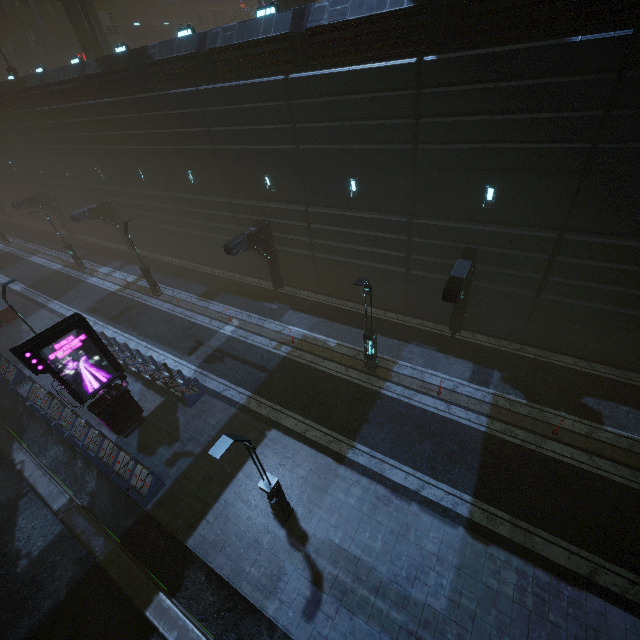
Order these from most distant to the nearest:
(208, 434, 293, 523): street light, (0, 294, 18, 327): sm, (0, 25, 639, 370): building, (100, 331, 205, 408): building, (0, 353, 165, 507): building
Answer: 1. (0, 294, 18, 327): sm
2. (100, 331, 205, 408): building
3. (0, 353, 165, 507): building
4. (0, 25, 639, 370): building
5. (208, 434, 293, 523): street light

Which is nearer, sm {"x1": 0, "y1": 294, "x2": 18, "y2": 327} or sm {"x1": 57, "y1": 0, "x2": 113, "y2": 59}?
sm {"x1": 57, "y1": 0, "x2": 113, "y2": 59}

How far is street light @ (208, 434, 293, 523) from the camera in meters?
7.5 m

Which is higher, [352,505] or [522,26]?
[522,26]

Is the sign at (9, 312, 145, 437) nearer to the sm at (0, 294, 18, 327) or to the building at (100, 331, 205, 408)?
the building at (100, 331, 205, 408)

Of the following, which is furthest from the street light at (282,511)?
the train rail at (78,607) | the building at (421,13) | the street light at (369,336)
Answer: the street light at (369,336)

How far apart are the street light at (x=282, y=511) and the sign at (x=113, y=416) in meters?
7.9

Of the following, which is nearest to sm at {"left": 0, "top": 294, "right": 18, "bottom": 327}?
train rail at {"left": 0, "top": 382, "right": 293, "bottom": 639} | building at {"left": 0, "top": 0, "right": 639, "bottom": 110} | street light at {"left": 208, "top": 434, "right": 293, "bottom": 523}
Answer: building at {"left": 0, "top": 0, "right": 639, "bottom": 110}
